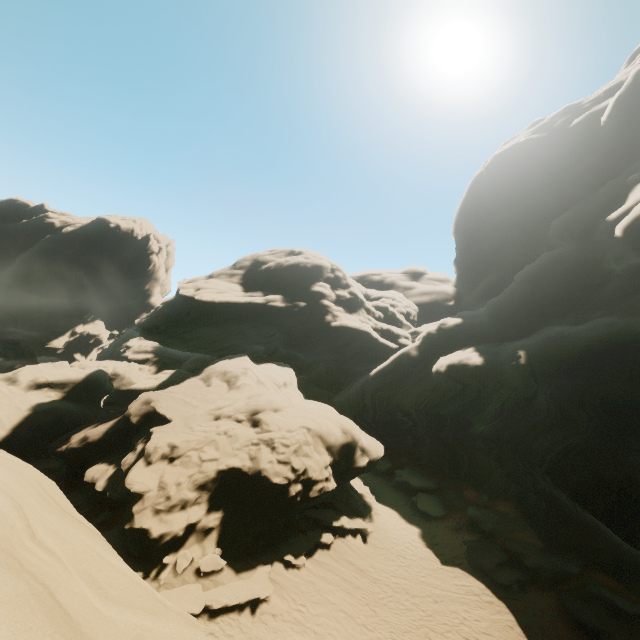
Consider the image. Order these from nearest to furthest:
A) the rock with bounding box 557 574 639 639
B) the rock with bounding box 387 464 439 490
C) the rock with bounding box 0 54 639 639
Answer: the rock with bounding box 0 54 639 639, the rock with bounding box 557 574 639 639, the rock with bounding box 387 464 439 490

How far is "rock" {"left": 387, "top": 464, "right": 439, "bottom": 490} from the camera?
29.8 meters

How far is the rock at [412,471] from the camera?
29.8m

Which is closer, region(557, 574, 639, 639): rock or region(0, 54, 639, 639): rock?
region(0, 54, 639, 639): rock

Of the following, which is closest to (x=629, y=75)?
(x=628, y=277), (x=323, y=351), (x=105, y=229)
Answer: (x=628, y=277)

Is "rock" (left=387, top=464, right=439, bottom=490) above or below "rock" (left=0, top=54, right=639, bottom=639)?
below

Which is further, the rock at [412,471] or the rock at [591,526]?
the rock at [412,471]
